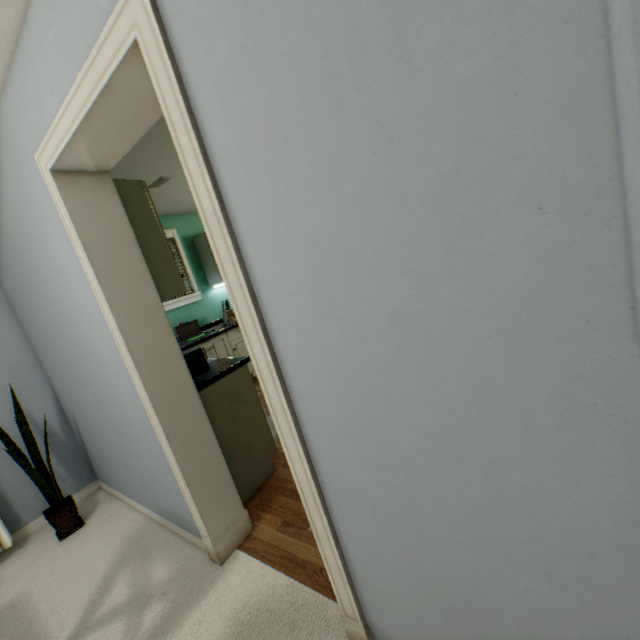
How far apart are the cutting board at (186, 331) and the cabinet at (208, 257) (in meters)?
0.61

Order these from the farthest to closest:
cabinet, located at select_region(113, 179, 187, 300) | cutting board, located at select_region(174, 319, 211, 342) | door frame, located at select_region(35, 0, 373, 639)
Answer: cutting board, located at select_region(174, 319, 211, 342)
cabinet, located at select_region(113, 179, 187, 300)
door frame, located at select_region(35, 0, 373, 639)

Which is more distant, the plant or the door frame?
the plant

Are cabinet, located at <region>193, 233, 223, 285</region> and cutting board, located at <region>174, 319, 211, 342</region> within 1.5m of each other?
yes

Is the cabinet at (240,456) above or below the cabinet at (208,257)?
below

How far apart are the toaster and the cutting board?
1.9m

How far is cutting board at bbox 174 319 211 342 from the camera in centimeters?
405cm

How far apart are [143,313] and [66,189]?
0.61m
